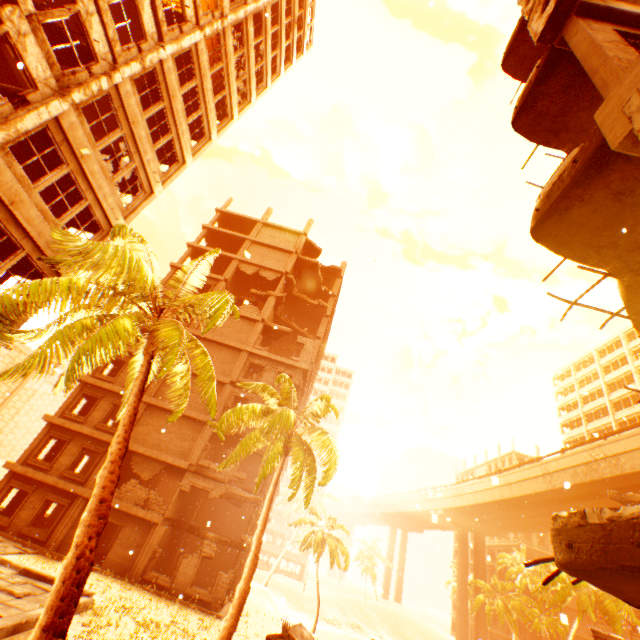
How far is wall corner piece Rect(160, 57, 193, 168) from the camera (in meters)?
14.19

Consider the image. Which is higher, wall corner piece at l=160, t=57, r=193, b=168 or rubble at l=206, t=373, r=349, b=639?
wall corner piece at l=160, t=57, r=193, b=168

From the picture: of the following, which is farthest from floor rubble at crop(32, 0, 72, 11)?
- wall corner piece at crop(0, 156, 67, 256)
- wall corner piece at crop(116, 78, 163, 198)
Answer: wall corner piece at crop(0, 156, 67, 256)

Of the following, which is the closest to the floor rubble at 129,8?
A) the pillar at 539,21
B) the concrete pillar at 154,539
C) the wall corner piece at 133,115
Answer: the pillar at 539,21

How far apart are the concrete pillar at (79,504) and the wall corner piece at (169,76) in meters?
20.2

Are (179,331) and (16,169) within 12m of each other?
yes

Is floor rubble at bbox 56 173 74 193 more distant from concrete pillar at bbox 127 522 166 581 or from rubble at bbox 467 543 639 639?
concrete pillar at bbox 127 522 166 581

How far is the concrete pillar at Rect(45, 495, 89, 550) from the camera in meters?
17.9
